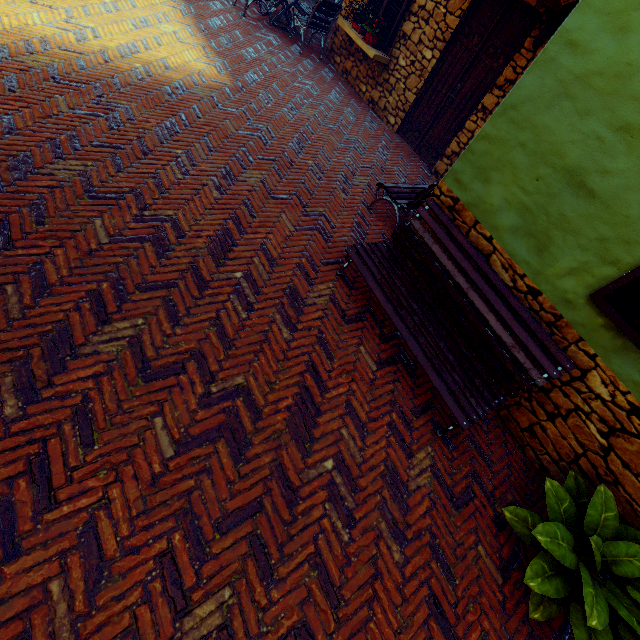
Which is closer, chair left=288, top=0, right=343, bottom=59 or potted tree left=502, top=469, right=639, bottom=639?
potted tree left=502, top=469, right=639, bottom=639

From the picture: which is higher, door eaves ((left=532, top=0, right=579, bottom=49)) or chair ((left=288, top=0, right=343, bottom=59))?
door eaves ((left=532, top=0, right=579, bottom=49))

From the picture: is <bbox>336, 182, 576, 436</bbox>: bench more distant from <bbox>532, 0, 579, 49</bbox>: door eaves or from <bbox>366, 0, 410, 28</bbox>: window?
<bbox>366, 0, 410, 28</bbox>: window

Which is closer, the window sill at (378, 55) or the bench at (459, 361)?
the bench at (459, 361)

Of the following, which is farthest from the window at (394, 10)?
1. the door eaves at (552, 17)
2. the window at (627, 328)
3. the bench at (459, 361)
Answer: the window at (627, 328)

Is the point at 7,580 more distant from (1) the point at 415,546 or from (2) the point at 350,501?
(1) the point at 415,546

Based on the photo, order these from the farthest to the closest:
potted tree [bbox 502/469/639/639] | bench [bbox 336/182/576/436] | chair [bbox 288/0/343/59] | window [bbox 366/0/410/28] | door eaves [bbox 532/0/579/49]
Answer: chair [bbox 288/0/343/59] < window [bbox 366/0/410/28] < door eaves [bbox 532/0/579/49] < bench [bbox 336/182/576/436] < potted tree [bbox 502/469/639/639]

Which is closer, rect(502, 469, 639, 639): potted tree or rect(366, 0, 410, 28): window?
rect(502, 469, 639, 639): potted tree
